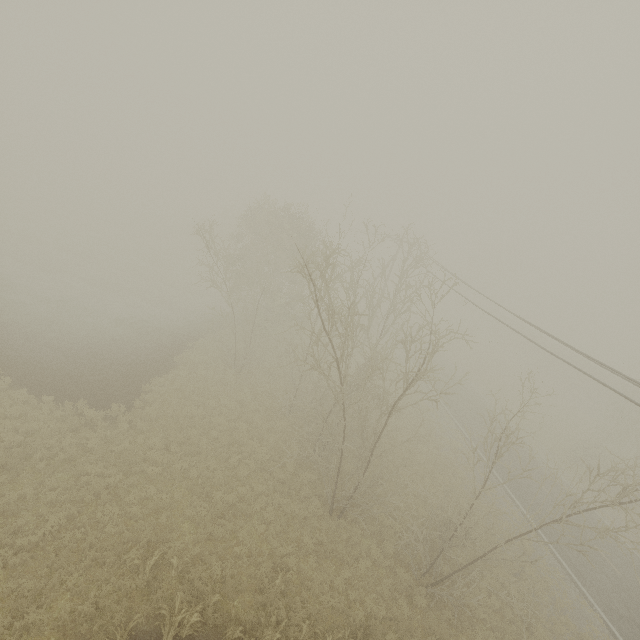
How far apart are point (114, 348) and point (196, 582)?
15.05m
